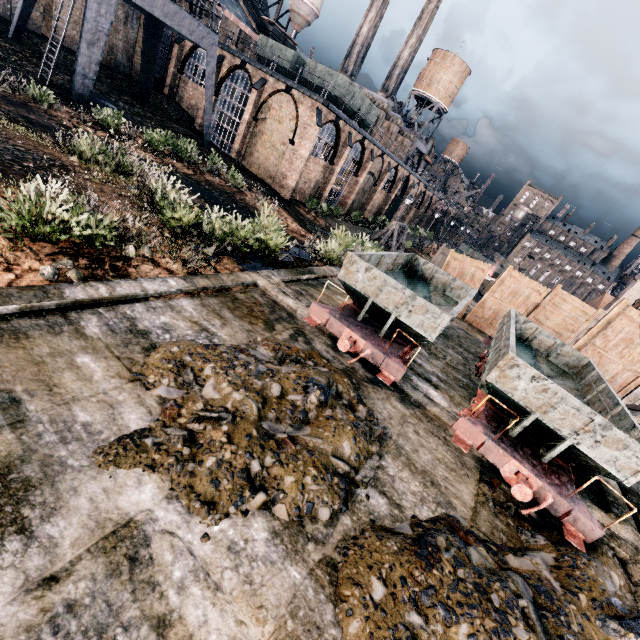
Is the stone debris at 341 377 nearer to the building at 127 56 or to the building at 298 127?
the building at 127 56

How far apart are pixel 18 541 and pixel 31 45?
34.90m

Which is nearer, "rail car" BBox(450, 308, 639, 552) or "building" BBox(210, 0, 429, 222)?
"rail car" BBox(450, 308, 639, 552)

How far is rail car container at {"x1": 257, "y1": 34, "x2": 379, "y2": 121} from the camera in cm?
2916

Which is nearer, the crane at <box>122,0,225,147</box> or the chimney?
the crane at <box>122,0,225,147</box>

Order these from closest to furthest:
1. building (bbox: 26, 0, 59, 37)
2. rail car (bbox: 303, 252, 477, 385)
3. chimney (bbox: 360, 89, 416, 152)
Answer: rail car (bbox: 303, 252, 477, 385) < building (bbox: 26, 0, 59, 37) < chimney (bbox: 360, 89, 416, 152)

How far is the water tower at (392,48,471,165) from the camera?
49.2 meters

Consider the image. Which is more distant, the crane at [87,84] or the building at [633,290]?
the building at [633,290]
